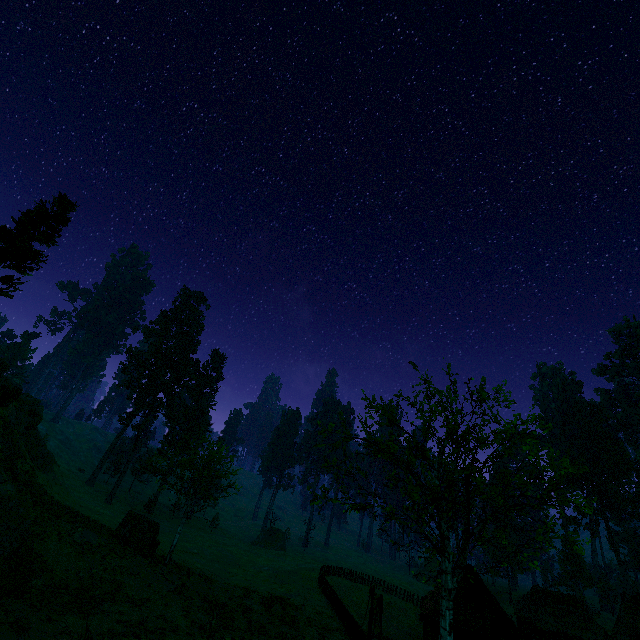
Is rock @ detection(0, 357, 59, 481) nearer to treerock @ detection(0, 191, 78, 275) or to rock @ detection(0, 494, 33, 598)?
rock @ detection(0, 494, 33, 598)

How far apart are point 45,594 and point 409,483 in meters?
19.4 m

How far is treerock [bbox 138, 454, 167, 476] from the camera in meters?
27.9

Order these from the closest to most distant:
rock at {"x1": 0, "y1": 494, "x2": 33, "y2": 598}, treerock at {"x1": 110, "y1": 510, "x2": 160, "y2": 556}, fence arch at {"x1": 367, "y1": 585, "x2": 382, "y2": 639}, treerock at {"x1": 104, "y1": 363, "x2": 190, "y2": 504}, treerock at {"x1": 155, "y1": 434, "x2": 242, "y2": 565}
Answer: rock at {"x1": 0, "y1": 494, "x2": 33, "y2": 598} → fence arch at {"x1": 367, "y1": 585, "x2": 382, "y2": 639} → treerock at {"x1": 110, "y1": 510, "x2": 160, "y2": 556} → treerock at {"x1": 155, "y1": 434, "x2": 242, "y2": 565} → treerock at {"x1": 104, "y1": 363, "x2": 190, "y2": 504}

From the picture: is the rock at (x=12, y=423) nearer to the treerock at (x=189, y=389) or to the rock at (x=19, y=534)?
the rock at (x=19, y=534)

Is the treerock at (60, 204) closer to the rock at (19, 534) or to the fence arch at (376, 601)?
the rock at (19, 534)

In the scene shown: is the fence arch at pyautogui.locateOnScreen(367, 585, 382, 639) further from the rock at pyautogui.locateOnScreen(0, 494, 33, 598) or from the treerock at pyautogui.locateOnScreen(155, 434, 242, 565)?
the rock at pyautogui.locateOnScreen(0, 494, 33, 598)

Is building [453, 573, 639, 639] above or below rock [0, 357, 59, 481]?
below
